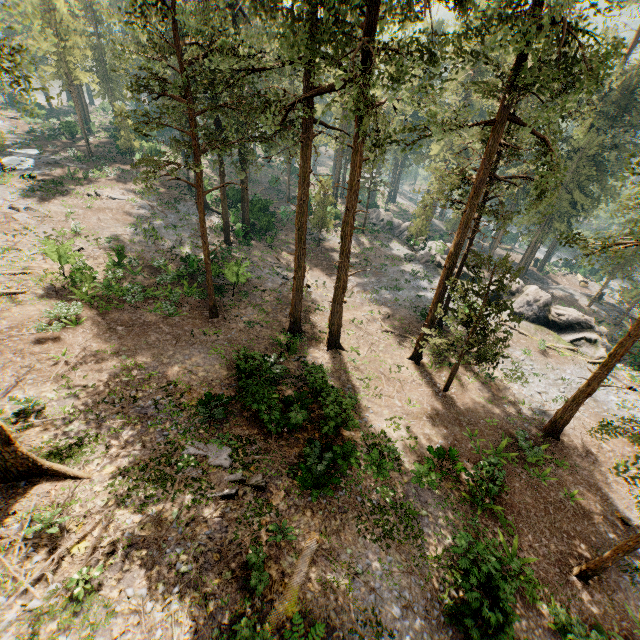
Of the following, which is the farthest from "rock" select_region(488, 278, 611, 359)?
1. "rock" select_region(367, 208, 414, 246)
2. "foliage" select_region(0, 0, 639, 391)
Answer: "foliage" select_region(0, 0, 639, 391)

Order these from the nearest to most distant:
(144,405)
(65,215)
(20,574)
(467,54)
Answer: (20,574) < (467,54) < (144,405) < (65,215)

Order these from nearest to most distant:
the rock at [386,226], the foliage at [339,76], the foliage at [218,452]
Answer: the foliage at [339,76]
the foliage at [218,452]
the rock at [386,226]

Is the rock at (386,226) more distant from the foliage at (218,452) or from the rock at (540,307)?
the foliage at (218,452)

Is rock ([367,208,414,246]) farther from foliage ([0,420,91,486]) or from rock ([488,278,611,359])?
foliage ([0,420,91,486])

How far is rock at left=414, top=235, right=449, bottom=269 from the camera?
37.66m

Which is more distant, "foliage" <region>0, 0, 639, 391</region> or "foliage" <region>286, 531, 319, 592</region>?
"foliage" <region>0, 0, 639, 391</region>
